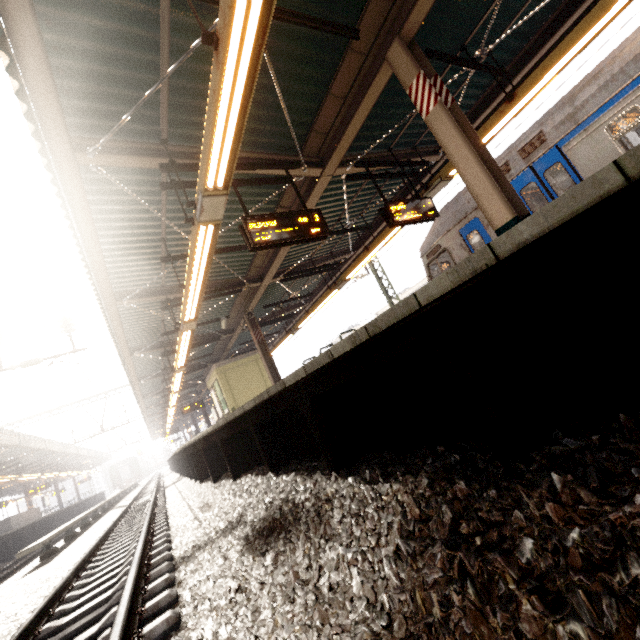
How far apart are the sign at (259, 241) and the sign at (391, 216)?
1.6m

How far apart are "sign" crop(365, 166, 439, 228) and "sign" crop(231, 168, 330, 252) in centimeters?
164cm

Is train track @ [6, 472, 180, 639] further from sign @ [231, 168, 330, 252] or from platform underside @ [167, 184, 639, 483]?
sign @ [231, 168, 330, 252]

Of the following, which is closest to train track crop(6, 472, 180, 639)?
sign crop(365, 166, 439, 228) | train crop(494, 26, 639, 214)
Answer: sign crop(365, 166, 439, 228)

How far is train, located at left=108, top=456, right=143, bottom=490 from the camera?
51.03m

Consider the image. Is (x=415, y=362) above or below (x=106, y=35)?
below

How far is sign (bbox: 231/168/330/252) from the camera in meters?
5.1

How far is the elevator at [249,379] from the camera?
15.30m
